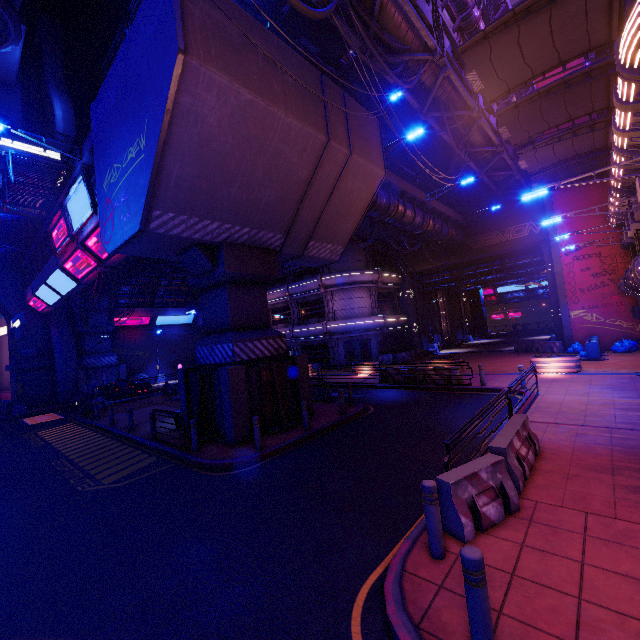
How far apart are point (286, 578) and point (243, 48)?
13.1 meters

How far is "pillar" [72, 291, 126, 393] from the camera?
30.17m

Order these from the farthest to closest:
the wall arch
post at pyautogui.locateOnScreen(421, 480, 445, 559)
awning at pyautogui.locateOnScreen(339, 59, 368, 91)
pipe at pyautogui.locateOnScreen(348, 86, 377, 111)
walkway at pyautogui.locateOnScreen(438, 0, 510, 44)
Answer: the wall arch < pipe at pyautogui.locateOnScreen(348, 86, 377, 111) < awning at pyautogui.locateOnScreen(339, 59, 368, 91) < walkway at pyautogui.locateOnScreen(438, 0, 510, 44) < post at pyautogui.locateOnScreen(421, 480, 445, 559)

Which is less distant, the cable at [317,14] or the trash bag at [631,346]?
the cable at [317,14]

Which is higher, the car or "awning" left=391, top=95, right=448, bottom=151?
"awning" left=391, top=95, right=448, bottom=151

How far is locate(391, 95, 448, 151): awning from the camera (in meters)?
22.82

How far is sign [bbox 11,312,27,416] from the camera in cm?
2147

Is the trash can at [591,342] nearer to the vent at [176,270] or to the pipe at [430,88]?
the pipe at [430,88]
